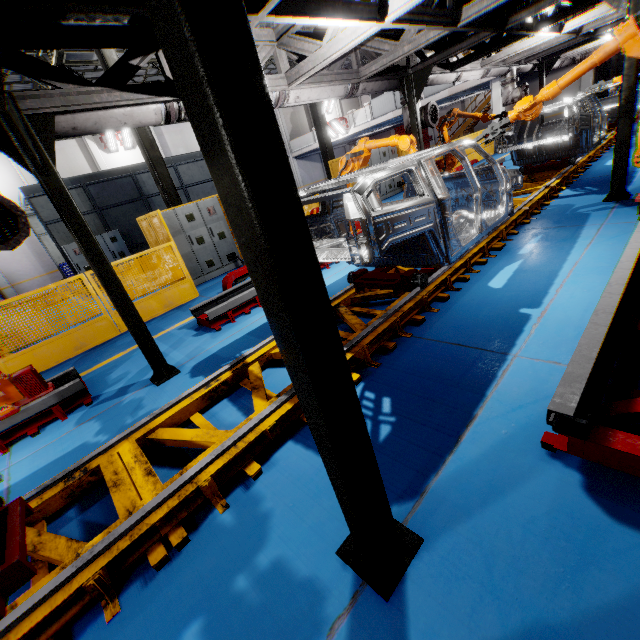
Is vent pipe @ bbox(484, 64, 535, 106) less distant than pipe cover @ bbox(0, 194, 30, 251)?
No

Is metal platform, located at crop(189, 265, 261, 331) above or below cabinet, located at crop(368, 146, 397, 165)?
below

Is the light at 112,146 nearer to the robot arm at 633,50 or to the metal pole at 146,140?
the metal pole at 146,140

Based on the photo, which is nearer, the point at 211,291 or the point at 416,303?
the point at 416,303

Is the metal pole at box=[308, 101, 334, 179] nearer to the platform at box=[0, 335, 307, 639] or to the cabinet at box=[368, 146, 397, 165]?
the cabinet at box=[368, 146, 397, 165]

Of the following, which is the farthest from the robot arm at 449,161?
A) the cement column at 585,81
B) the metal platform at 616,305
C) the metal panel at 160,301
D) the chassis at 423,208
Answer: the cement column at 585,81

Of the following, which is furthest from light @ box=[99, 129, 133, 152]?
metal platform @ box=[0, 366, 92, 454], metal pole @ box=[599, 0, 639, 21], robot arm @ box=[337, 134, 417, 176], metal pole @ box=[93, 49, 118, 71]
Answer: metal pole @ box=[599, 0, 639, 21]

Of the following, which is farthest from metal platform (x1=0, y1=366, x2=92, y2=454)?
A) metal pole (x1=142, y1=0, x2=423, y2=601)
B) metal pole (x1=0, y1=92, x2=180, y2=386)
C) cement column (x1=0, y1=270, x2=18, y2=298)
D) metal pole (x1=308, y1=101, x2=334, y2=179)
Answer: cement column (x1=0, y1=270, x2=18, y2=298)
